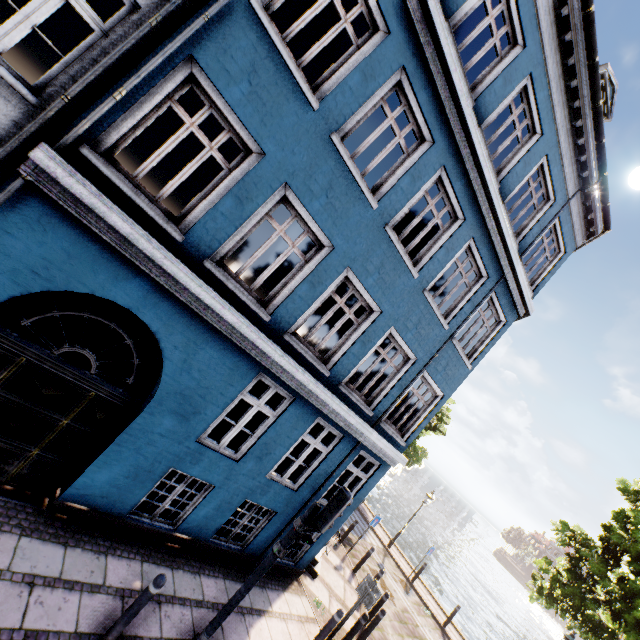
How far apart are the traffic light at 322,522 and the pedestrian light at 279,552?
0.1 meters

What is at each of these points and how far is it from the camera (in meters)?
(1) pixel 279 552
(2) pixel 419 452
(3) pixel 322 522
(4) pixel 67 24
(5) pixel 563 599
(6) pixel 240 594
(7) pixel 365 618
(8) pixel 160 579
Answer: (1) pedestrian light, 5.21
(2) tree, 20.84
(3) traffic light, 5.11
(4) building, 8.20
(5) tree, 13.17
(6) traffic light pole, 5.16
(7) bollard, 7.64
(8) bollard, 4.38

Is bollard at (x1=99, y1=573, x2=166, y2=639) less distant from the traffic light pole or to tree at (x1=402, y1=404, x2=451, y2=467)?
the traffic light pole

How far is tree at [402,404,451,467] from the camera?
20.55m

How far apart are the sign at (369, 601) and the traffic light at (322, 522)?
3.5m

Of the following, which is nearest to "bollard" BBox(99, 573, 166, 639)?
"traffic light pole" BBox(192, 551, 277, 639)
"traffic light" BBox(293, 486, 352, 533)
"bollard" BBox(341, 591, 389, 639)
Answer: "traffic light pole" BBox(192, 551, 277, 639)

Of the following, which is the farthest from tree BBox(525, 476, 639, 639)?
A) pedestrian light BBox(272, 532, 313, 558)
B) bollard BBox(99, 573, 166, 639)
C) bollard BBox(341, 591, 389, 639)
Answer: bollard BBox(99, 573, 166, 639)

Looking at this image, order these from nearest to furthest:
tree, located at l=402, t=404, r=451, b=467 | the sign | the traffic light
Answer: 1. the traffic light
2. the sign
3. tree, located at l=402, t=404, r=451, b=467
